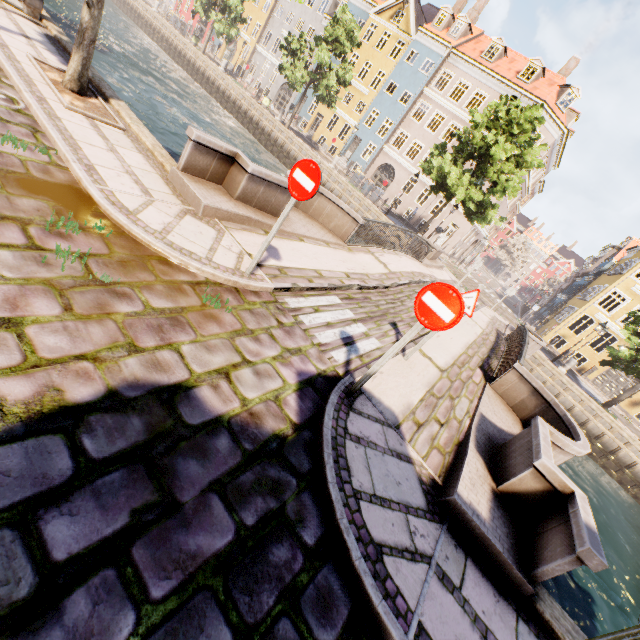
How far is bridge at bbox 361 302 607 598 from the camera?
Result: 3.55m

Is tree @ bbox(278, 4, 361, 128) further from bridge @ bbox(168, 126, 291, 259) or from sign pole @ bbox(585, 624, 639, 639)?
sign pole @ bbox(585, 624, 639, 639)

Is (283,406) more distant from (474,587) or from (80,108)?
(80,108)

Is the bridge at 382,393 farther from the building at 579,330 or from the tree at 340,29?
the building at 579,330

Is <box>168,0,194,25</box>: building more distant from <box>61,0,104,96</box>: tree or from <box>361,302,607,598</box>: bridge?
<box>361,302,607,598</box>: bridge

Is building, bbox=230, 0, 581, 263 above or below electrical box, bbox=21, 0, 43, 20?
above

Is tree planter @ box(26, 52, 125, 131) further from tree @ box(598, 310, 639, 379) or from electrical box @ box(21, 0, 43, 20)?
electrical box @ box(21, 0, 43, 20)

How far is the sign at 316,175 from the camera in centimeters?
422cm
